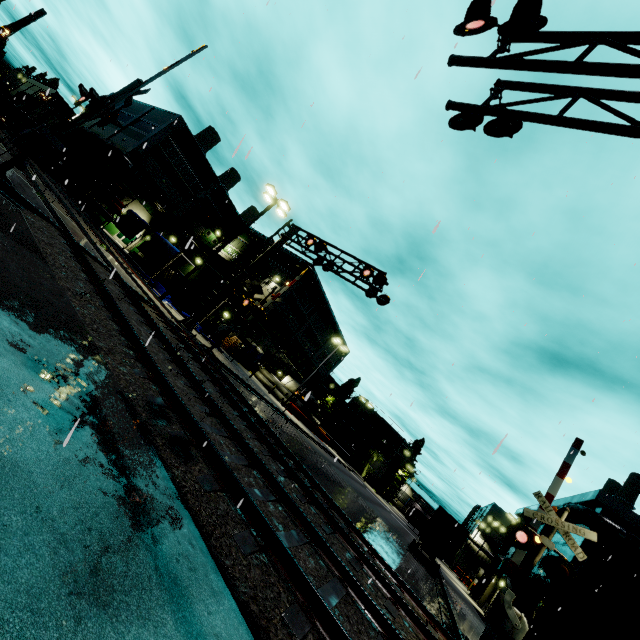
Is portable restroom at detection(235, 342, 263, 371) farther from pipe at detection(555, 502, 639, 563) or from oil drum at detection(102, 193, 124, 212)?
pipe at detection(555, 502, 639, 563)

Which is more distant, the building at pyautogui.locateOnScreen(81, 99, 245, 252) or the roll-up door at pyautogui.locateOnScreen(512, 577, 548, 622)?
the building at pyautogui.locateOnScreen(81, 99, 245, 252)

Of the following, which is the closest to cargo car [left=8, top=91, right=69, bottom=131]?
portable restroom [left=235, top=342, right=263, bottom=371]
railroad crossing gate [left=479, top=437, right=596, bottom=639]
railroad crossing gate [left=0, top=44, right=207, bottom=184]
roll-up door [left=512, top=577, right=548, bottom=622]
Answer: portable restroom [left=235, top=342, right=263, bottom=371]

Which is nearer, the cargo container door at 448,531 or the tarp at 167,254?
the cargo container door at 448,531

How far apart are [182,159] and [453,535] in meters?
46.4 m

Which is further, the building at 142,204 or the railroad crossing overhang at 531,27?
the building at 142,204

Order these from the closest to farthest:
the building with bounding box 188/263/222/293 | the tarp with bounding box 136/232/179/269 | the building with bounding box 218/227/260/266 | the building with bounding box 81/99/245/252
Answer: the tarp with bounding box 136/232/179/269
the building with bounding box 188/263/222/293
the building with bounding box 81/99/245/252
the building with bounding box 218/227/260/266

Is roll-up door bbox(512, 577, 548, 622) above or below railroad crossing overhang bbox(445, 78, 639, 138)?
below
